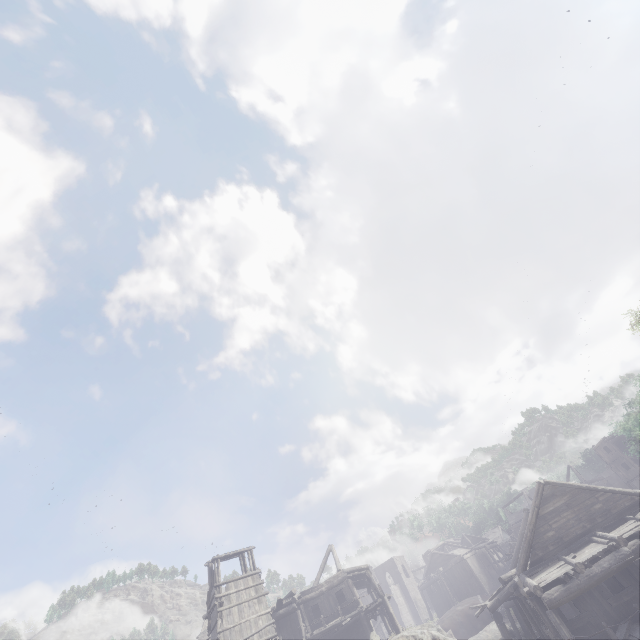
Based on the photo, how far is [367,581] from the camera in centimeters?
3250cm

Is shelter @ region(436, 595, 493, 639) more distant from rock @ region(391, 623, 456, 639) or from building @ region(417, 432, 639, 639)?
building @ region(417, 432, 639, 639)

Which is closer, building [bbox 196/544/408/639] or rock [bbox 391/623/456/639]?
rock [bbox 391/623/456/639]

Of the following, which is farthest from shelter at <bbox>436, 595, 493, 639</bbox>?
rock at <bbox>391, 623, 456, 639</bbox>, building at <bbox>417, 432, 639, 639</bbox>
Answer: building at <bbox>417, 432, 639, 639</bbox>

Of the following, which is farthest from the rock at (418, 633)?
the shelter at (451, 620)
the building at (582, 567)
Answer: the shelter at (451, 620)
